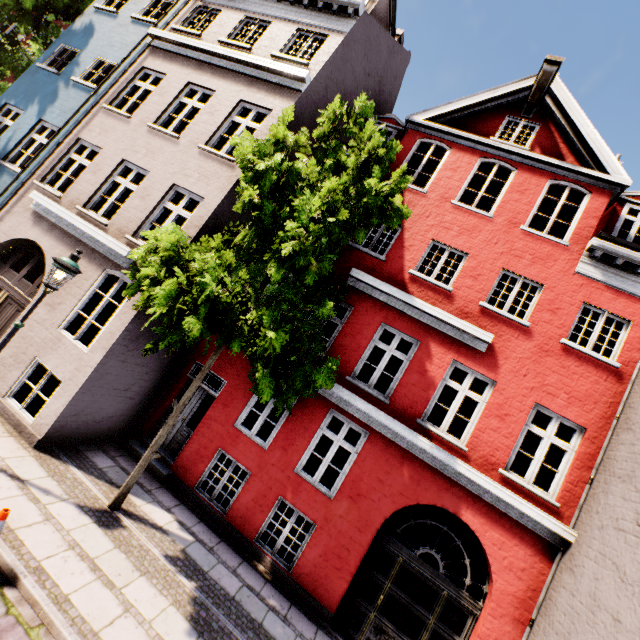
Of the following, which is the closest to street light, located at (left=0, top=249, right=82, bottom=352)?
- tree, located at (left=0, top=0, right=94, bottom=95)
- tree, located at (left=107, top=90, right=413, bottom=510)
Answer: tree, located at (left=107, top=90, right=413, bottom=510)

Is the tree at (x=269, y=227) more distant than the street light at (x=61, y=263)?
No

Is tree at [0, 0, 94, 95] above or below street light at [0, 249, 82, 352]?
above

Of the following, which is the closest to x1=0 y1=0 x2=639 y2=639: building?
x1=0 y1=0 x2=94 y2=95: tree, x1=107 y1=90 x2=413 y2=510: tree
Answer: x1=107 y1=90 x2=413 y2=510: tree

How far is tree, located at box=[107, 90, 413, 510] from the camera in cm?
509

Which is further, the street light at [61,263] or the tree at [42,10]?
the tree at [42,10]

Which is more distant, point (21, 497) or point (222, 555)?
point (222, 555)

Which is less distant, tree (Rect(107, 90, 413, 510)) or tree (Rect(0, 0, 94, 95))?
tree (Rect(107, 90, 413, 510))
